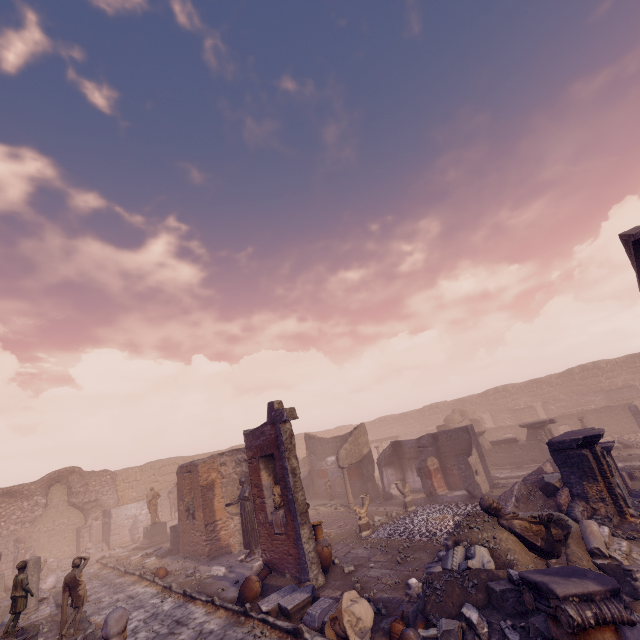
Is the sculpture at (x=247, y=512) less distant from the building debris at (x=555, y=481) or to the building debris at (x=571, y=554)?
the building debris at (x=571, y=554)

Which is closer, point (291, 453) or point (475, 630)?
point (475, 630)

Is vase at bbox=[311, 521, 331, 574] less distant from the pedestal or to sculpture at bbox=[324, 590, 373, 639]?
sculpture at bbox=[324, 590, 373, 639]

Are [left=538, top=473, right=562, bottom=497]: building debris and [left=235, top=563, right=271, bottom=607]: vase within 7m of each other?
no

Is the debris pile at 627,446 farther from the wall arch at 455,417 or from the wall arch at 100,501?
the wall arch at 100,501

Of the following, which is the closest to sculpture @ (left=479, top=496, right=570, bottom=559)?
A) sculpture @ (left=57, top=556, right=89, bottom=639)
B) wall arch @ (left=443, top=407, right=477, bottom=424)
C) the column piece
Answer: the column piece

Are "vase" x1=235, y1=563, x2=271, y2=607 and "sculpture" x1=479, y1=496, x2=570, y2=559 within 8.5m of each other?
yes

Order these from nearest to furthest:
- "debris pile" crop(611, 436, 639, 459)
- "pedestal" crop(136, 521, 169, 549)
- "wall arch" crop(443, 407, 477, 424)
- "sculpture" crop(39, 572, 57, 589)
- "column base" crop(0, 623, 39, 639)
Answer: "column base" crop(0, 623, 39, 639) < "sculpture" crop(39, 572, 57, 589) < "debris pile" crop(611, 436, 639, 459) < "pedestal" crop(136, 521, 169, 549) < "wall arch" crop(443, 407, 477, 424)
